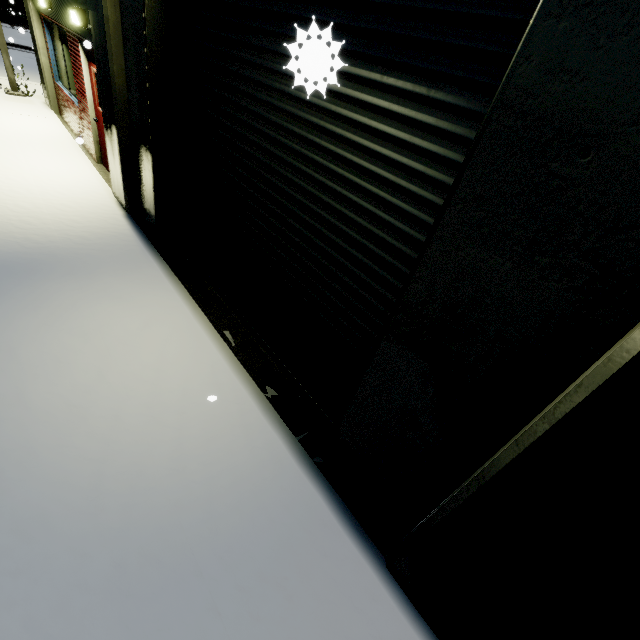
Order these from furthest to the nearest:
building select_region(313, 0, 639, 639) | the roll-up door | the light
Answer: the light, the roll-up door, building select_region(313, 0, 639, 639)

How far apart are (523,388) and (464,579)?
1.37m

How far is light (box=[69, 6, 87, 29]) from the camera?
5.9 meters

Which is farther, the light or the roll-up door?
the light

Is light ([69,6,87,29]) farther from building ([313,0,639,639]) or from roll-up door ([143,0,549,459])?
roll-up door ([143,0,549,459])

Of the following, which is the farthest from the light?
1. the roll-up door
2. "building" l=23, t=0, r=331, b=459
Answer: the roll-up door

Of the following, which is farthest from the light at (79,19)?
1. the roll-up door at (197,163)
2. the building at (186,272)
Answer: the roll-up door at (197,163)

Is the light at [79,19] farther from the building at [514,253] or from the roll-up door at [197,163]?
the roll-up door at [197,163]
